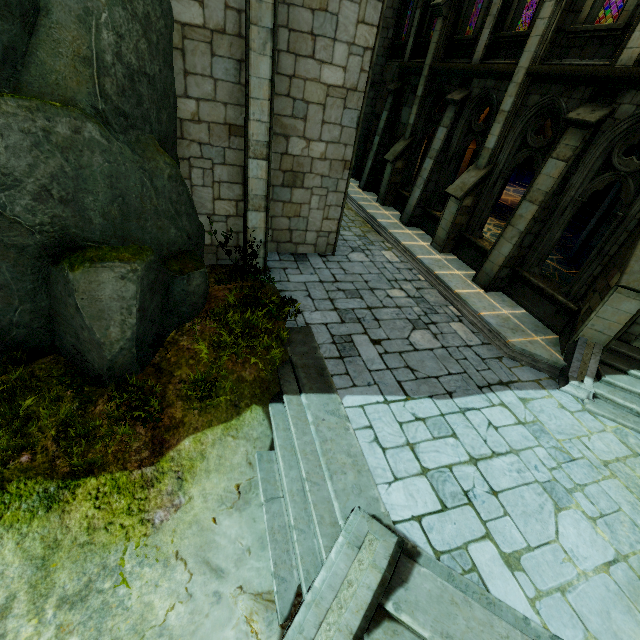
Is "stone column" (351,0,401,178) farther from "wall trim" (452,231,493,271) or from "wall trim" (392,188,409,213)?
"wall trim" (452,231,493,271)

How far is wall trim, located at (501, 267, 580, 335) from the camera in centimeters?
825cm

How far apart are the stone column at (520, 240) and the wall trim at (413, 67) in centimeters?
734cm

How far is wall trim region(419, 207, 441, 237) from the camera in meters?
12.7 m

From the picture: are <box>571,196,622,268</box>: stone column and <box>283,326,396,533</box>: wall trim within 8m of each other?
no

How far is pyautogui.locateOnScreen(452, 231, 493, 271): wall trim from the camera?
10.6 meters

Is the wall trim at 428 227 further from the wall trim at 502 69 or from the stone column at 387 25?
the stone column at 387 25

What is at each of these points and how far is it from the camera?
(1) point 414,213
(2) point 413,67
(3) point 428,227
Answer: (1) stone column, 13.27m
(2) wall trim, 13.49m
(3) wall trim, 13.30m
